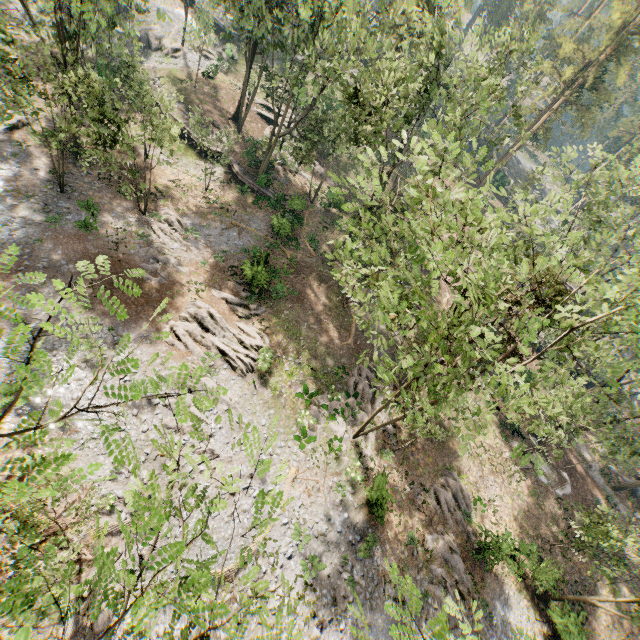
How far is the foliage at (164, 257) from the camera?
24.2m

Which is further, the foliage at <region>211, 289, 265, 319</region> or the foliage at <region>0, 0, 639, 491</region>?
the foliage at <region>211, 289, 265, 319</region>

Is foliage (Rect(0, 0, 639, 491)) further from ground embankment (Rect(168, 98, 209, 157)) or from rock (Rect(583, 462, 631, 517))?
rock (Rect(583, 462, 631, 517))

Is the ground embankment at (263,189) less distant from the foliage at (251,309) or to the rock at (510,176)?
the foliage at (251,309)

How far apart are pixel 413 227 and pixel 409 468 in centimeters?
2026cm

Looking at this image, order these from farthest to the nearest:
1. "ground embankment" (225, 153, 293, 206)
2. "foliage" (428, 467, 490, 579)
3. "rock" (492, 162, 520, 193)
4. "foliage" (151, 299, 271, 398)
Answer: "rock" (492, 162, 520, 193)
"ground embankment" (225, 153, 293, 206)
"foliage" (428, 467, 490, 579)
"foliage" (151, 299, 271, 398)

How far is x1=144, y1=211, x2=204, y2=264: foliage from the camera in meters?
25.8 m

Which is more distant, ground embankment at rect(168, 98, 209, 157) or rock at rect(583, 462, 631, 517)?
ground embankment at rect(168, 98, 209, 157)
